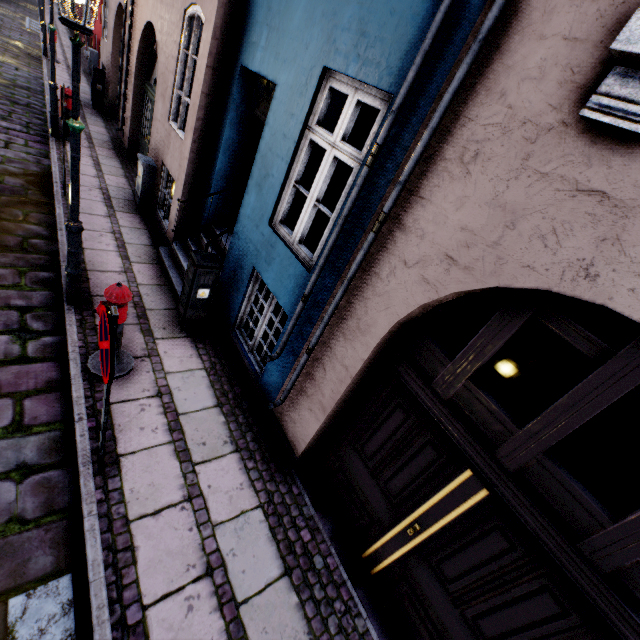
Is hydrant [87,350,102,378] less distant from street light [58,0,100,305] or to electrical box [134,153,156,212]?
street light [58,0,100,305]

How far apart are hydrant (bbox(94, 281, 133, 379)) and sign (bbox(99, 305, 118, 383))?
1.12m

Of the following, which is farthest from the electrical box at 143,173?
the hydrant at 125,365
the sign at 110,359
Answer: the sign at 110,359

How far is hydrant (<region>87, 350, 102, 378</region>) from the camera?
3.8m

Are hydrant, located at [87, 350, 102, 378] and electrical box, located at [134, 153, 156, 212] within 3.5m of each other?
no

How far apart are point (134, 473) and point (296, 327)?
2.2m

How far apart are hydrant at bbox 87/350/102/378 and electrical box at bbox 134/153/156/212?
4.46m

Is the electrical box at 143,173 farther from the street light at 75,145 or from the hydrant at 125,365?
the hydrant at 125,365
